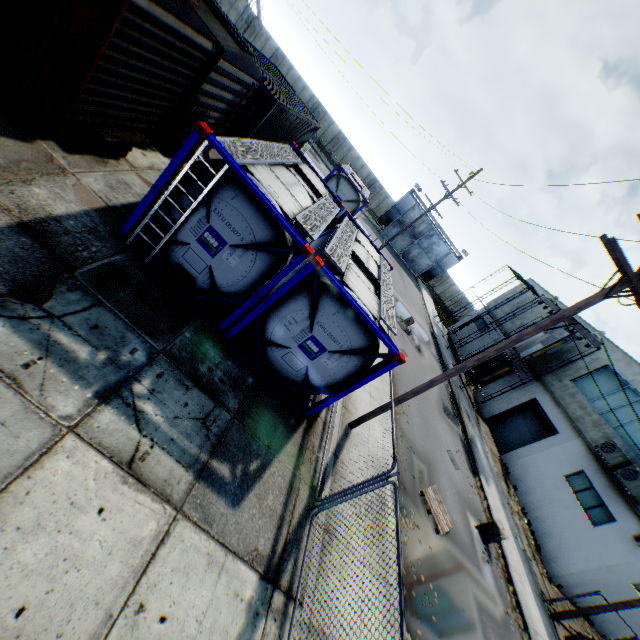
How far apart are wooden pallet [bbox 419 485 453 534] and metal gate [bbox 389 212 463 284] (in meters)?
36.17

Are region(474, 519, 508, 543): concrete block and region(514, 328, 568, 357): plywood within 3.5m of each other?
no

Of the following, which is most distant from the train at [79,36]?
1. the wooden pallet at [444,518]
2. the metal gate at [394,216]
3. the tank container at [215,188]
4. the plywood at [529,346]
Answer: the metal gate at [394,216]

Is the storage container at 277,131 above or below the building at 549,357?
below

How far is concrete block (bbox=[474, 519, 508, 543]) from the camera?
12.42m

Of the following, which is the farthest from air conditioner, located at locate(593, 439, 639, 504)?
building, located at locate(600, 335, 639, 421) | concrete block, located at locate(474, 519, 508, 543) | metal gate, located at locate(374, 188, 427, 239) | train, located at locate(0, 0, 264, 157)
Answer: metal gate, located at locate(374, 188, 427, 239)

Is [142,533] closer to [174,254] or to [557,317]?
[174,254]

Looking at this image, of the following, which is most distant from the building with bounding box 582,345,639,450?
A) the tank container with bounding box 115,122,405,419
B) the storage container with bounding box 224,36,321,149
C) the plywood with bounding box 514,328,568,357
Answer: the storage container with bounding box 224,36,321,149
